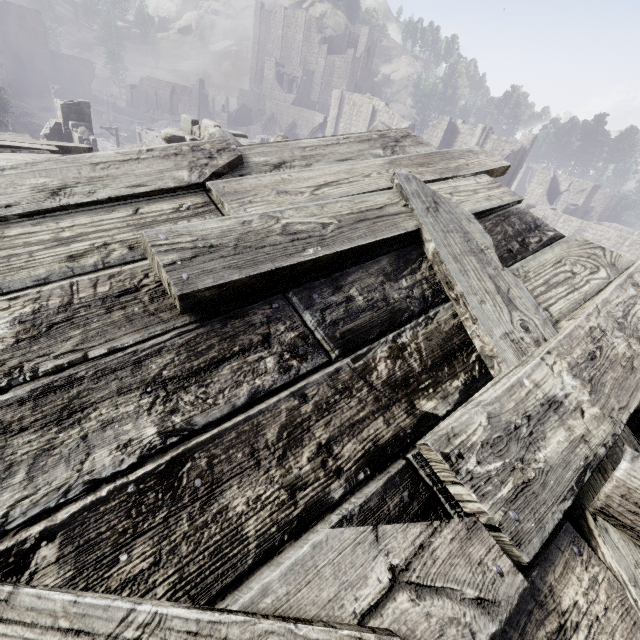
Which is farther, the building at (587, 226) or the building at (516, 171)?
the building at (516, 171)

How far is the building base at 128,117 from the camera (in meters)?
48.67

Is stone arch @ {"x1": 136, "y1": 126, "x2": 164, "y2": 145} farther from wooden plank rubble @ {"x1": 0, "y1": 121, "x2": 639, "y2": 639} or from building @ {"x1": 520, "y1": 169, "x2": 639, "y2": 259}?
wooden plank rubble @ {"x1": 0, "y1": 121, "x2": 639, "y2": 639}

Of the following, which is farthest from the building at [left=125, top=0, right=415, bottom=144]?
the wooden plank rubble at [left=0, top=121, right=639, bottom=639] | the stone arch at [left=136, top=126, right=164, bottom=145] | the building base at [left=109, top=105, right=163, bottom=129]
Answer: the building base at [left=109, top=105, right=163, bottom=129]

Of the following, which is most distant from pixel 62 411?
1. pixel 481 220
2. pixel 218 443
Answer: pixel 481 220

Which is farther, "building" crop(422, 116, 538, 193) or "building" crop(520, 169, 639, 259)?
"building" crop(422, 116, 538, 193)

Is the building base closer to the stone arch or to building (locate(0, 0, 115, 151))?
building (locate(0, 0, 115, 151))
